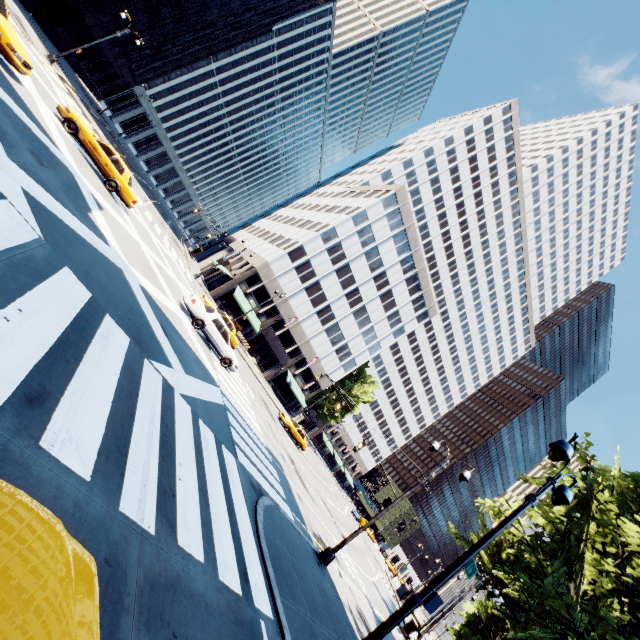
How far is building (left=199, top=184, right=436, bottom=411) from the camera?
45.8 meters

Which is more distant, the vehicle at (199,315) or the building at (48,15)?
the building at (48,15)

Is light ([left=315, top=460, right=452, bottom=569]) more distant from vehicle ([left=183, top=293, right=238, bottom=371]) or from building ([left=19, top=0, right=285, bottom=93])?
building ([left=19, top=0, right=285, bottom=93])

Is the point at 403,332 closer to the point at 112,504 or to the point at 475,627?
the point at 475,627

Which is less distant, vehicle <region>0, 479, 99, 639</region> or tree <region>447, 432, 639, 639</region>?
vehicle <region>0, 479, 99, 639</region>

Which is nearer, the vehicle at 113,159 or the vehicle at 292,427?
the vehicle at 113,159

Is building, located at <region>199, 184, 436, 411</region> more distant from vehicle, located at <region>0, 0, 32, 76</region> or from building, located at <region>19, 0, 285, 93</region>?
building, located at <region>19, 0, 285, 93</region>

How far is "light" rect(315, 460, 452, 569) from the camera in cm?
1316
